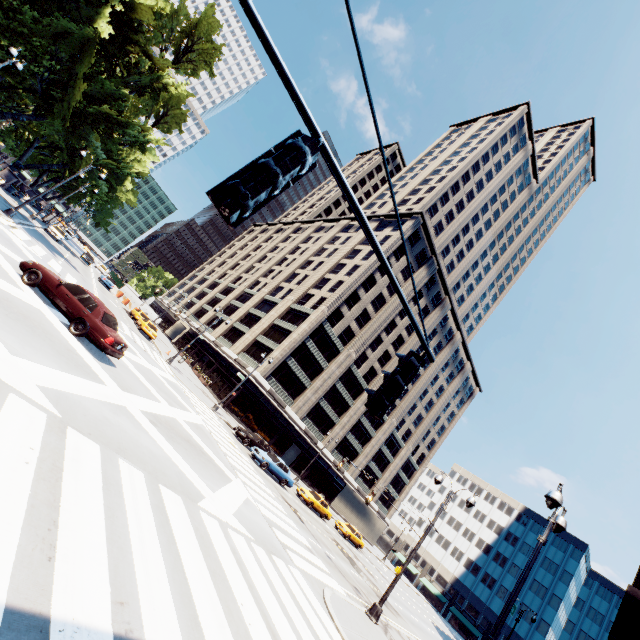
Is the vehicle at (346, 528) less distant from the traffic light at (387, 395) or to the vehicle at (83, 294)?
the vehicle at (83, 294)

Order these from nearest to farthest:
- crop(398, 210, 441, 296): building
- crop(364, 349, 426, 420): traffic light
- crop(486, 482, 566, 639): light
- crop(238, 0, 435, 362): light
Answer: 1. crop(238, 0, 435, 362): light
2. crop(364, 349, 426, 420): traffic light
3. crop(486, 482, 566, 639): light
4. crop(398, 210, 441, 296): building

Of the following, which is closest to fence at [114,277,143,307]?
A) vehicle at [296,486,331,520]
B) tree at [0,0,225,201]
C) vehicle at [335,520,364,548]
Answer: tree at [0,0,225,201]

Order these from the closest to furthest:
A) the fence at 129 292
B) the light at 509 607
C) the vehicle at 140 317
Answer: the light at 509 607, the vehicle at 140 317, the fence at 129 292

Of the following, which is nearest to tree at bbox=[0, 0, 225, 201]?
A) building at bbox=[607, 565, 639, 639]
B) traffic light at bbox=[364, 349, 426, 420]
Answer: traffic light at bbox=[364, 349, 426, 420]

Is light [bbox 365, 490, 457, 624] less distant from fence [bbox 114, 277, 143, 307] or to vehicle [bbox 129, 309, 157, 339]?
vehicle [bbox 129, 309, 157, 339]

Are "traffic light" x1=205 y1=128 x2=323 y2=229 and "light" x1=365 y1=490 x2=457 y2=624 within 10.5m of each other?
no

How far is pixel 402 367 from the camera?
3.7m
